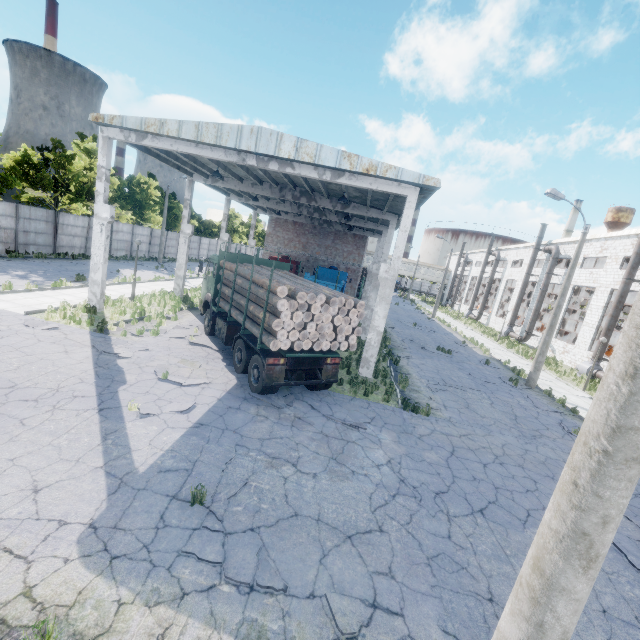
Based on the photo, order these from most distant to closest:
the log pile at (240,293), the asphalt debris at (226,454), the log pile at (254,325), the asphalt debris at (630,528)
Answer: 1. the log pile at (240,293)
2. the log pile at (254,325)
3. the asphalt debris at (630,528)
4. the asphalt debris at (226,454)

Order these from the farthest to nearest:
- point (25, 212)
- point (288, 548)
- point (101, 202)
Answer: point (25, 212) → point (101, 202) → point (288, 548)

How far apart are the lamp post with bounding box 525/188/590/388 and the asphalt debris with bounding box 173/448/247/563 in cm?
1718

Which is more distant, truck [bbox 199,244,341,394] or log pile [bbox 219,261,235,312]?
log pile [bbox 219,261,235,312]

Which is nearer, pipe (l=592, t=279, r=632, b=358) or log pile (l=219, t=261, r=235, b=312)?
log pile (l=219, t=261, r=235, b=312)

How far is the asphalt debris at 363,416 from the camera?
9.49m

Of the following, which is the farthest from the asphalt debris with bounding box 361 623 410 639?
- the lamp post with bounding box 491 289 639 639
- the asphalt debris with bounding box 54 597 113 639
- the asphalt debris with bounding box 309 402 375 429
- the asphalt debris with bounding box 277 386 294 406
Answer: the asphalt debris with bounding box 277 386 294 406

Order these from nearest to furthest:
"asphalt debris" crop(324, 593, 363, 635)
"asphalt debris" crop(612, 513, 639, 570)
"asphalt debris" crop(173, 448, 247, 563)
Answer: "asphalt debris" crop(324, 593, 363, 635) < "asphalt debris" crop(173, 448, 247, 563) < "asphalt debris" crop(612, 513, 639, 570)
